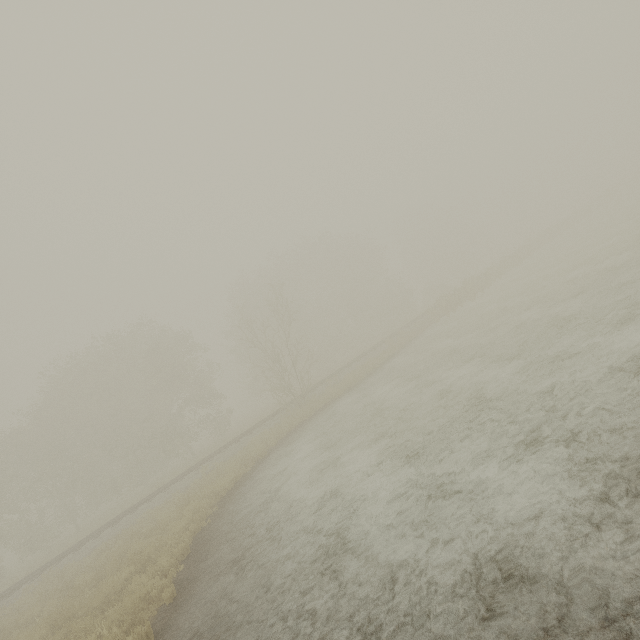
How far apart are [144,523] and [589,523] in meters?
18.9 m
